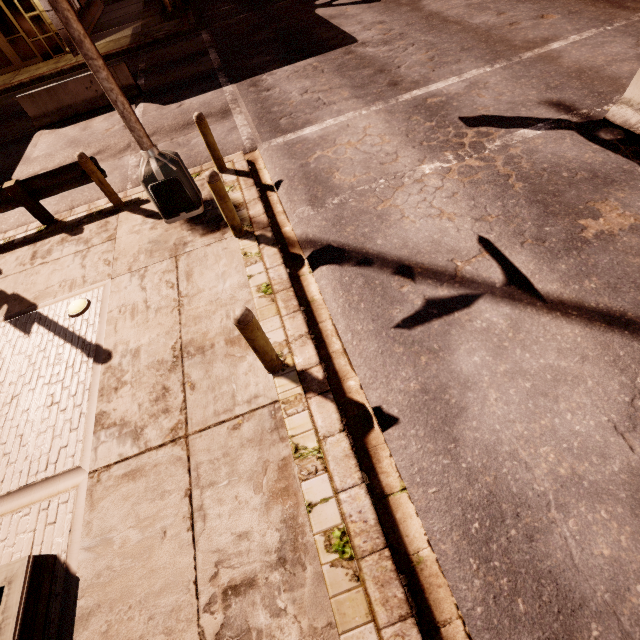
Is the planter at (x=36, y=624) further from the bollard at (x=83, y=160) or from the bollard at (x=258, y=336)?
the bollard at (x=83, y=160)

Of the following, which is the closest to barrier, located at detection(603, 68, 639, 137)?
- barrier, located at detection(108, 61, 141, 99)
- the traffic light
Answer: the traffic light

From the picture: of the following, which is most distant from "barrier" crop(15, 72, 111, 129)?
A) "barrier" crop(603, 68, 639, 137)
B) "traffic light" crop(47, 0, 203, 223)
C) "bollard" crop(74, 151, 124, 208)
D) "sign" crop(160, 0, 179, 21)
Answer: "barrier" crop(603, 68, 639, 137)

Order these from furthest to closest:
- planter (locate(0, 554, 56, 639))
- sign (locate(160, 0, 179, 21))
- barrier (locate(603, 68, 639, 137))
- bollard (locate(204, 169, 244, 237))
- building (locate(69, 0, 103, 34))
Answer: building (locate(69, 0, 103, 34)), sign (locate(160, 0, 179, 21)), barrier (locate(603, 68, 639, 137)), bollard (locate(204, 169, 244, 237)), planter (locate(0, 554, 56, 639))

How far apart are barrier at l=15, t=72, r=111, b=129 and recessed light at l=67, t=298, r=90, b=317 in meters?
10.5 m

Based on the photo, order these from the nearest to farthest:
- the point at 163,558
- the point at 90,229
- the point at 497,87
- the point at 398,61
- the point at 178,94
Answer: the point at 163,558
the point at 90,229
the point at 497,87
the point at 398,61
the point at 178,94

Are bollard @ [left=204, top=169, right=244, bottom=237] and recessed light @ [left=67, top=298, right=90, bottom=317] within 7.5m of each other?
yes

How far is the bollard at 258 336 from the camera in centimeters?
328cm
